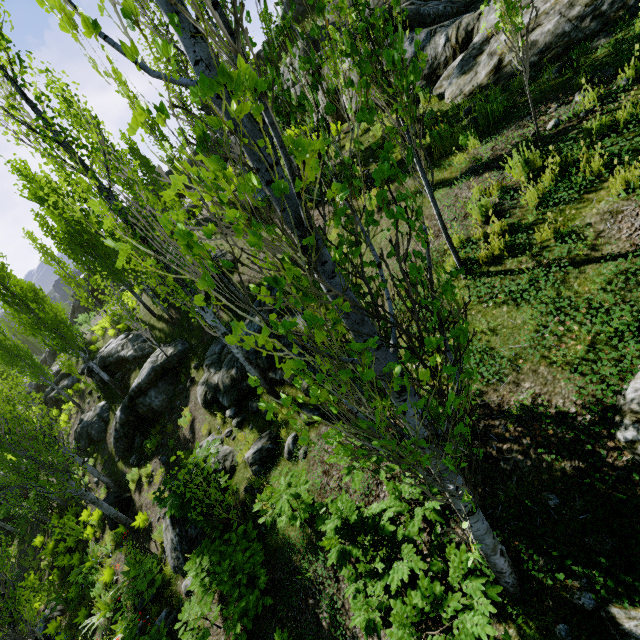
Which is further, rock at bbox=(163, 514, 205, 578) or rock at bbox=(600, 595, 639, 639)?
rock at bbox=(163, 514, 205, 578)

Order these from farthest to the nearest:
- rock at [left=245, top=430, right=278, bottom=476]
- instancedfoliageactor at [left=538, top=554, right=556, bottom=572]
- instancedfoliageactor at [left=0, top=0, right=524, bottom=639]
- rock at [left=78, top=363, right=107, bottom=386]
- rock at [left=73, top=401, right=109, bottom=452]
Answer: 1. rock at [left=78, top=363, right=107, bottom=386]
2. rock at [left=73, top=401, right=109, bottom=452]
3. rock at [left=245, top=430, right=278, bottom=476]
4. instancedfoliageactor at [left=538, top=554, right=556, bottom=572]
5. instancedfoliageactor at [left=0, top=0, right=524, bottom=639]

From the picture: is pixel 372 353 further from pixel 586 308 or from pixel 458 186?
pixel 458 186

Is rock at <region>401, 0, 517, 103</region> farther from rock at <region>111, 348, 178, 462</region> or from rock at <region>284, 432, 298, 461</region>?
rock at <region>111, 348, 178, 462</region>

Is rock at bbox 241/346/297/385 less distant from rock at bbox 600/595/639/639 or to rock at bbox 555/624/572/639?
rock at bbox 600/595/639/639

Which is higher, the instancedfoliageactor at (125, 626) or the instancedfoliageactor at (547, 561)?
the instancedfoliageactor at (547, 561)

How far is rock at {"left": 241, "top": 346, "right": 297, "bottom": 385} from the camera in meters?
8.0

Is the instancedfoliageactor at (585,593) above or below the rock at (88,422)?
above
